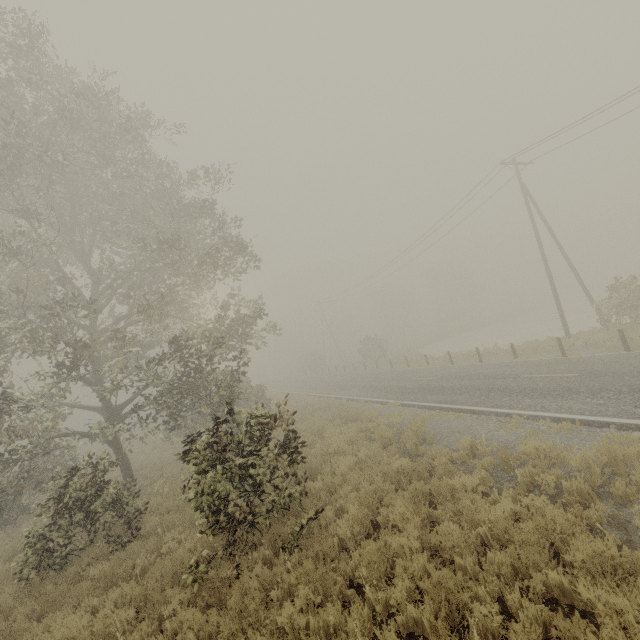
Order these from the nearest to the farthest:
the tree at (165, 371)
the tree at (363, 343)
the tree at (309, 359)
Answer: the tree at (165, 371) < the tree at (363, 343) < the tree at (309, 359)

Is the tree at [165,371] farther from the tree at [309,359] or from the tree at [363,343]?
the tree at [309,359]

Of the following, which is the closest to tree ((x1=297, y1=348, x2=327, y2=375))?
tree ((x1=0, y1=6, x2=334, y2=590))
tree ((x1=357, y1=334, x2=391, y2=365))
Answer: tree ((x1=357, y1=334, x2=391, y2=365))

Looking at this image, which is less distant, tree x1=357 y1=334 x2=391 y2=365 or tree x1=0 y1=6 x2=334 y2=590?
tree x1=0 y1=6 x2=334 y2=590

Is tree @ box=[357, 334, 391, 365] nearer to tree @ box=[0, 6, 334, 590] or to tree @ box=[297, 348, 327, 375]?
tree @ box=[297, 348, 327, 375]

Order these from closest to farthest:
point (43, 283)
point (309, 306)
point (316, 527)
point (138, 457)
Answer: point (316, 527), point (43, 283), point (138, 457), point (309, 306)

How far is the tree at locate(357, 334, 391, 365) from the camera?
40.2 meters
